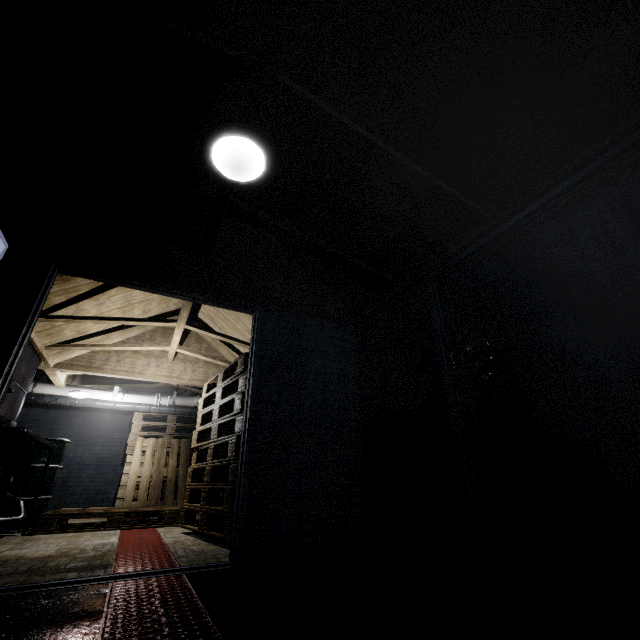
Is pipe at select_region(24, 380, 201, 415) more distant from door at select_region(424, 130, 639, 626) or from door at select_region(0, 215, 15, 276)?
door at select_region(424, 130, 639, 626)

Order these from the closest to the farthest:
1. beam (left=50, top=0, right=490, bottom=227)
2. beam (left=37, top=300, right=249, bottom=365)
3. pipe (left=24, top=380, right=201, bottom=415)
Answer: beam (left=50, top=0, right=490, bottom=227)
beam (left=37, top=300, right=249, bottom=365)
pipe (left=24, top=380, right=201, bottom=415)

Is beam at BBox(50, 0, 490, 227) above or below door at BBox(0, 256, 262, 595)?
above

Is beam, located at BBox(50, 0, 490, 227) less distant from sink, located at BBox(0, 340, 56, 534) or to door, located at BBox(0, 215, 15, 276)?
door, located at BBox(0, 215, 15, 276)

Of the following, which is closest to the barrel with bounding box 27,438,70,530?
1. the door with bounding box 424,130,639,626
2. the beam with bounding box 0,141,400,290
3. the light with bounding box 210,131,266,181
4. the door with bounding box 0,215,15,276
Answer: the door with bounding box 0,215,15,276

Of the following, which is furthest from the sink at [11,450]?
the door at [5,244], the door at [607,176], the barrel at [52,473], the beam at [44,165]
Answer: the door at [607,176]

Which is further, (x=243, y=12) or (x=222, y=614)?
(x=243, y=12)

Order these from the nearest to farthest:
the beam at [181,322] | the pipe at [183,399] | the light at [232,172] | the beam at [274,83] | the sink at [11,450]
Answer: the beam at [274,83]
the light at [232,172]
the sink at [11,450]
the beam at [181,322]
the pipe at [183,399]
